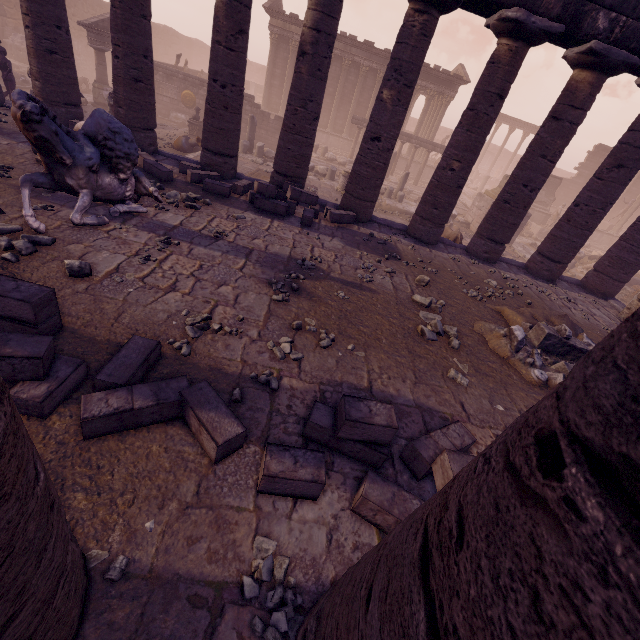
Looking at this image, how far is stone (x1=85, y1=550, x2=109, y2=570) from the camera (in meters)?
2.09

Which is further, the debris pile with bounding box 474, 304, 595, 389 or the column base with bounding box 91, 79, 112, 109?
the column base with bounding box 91, 79, 112, 109

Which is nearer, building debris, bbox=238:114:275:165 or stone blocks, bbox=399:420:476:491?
stone blocks, bbox=399:420:476:491

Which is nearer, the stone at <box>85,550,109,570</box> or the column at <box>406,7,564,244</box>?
the stone at <box>85,550,109,570</box>

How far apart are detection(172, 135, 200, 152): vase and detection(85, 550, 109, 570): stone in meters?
14.9 m

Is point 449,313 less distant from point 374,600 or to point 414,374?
point 414,374

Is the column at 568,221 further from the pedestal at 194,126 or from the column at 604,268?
the pedestal at 194,126

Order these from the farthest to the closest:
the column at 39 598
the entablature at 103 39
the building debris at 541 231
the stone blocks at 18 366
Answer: the building debris at 541 231 → the entablature at 103 39 → the stone blocks at 18 366 → the column at 39 598
